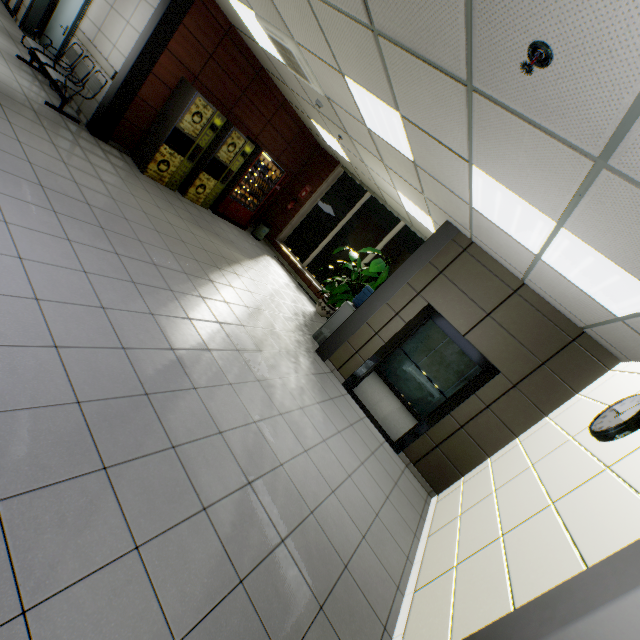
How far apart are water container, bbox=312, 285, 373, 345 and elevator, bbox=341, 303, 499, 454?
2.0 meters

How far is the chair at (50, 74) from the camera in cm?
565

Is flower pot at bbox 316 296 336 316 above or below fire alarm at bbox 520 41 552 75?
below

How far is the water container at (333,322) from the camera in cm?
629

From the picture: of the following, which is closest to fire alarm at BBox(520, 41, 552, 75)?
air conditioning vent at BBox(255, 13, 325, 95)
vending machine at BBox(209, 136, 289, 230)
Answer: air conditioning vent at BBox(255, 13, 325, 95)

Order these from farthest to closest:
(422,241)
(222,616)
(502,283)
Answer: (422,241), (502,283), (222,616)

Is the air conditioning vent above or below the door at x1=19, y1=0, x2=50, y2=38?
above

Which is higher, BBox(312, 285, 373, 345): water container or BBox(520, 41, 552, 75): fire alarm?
BBox(520, 41, 552, 75): fire alarm
